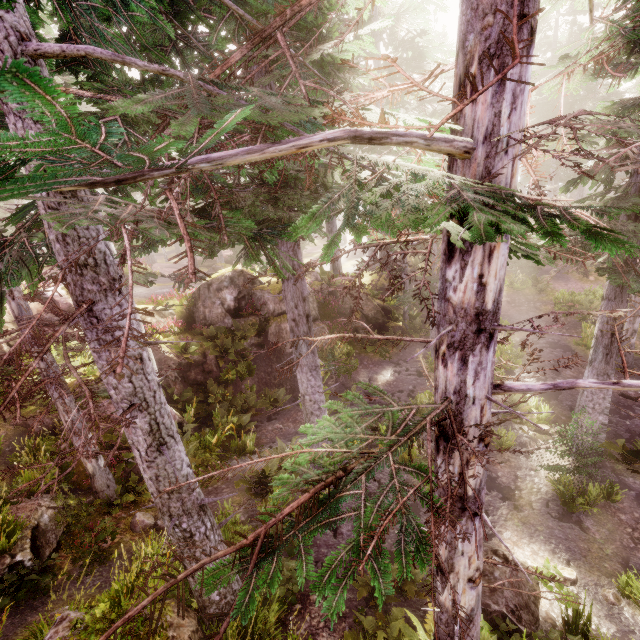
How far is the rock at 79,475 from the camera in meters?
9.9

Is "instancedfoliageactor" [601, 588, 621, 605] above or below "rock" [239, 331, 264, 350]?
below

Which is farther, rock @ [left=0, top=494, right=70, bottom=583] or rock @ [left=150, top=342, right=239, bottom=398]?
rock @ [left=150, top=342, right=239, bottom=398]

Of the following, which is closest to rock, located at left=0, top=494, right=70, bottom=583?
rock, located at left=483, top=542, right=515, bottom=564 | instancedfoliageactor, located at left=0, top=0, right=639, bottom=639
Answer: instancedfoliageactor, located at left=0, top=0, right=639, bottom=639

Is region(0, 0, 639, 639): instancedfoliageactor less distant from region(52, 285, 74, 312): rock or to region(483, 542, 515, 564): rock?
region(52, 285, 74, 312): rock

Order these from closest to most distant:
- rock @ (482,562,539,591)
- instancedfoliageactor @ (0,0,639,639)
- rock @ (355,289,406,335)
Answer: instancedfoliageactor @ (0,0,639,639), rock @ (482,562,539,591), rock @ (355,289,406,335)

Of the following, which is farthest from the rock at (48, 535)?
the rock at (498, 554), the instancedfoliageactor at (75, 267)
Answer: the rock at (498, 554)

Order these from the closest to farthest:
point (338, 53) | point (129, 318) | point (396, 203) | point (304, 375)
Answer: point (129, 318) < point (338, 53) < point (304, 375) < point (396, 203)
